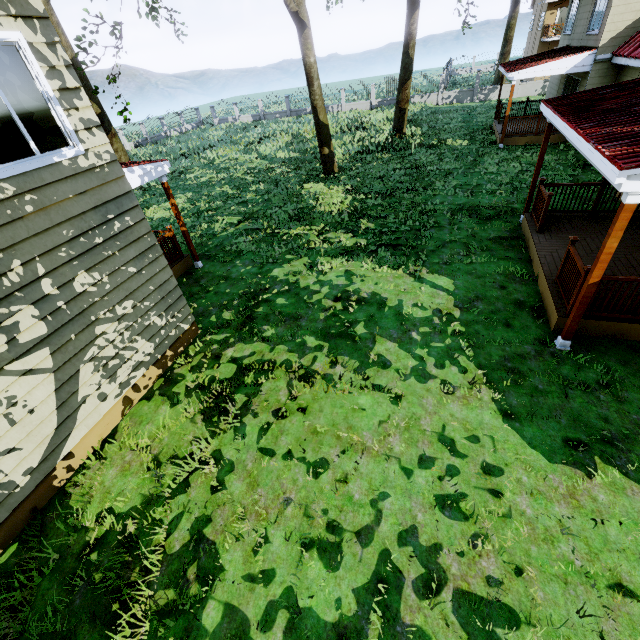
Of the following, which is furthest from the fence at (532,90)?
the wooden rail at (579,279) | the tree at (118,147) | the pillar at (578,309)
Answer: the pillar at (578,309)

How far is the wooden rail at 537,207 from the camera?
8.5 meters

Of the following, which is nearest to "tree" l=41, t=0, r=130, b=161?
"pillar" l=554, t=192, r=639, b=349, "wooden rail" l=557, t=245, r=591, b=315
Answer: "pillar" l=554, t=192, r=639, b=349

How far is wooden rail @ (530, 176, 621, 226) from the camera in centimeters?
850cm

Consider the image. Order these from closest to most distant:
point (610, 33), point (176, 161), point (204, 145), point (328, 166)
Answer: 1. point (610, 33)
2. point (328, 166)
3. point (176, 161)
4. point (204, 145)

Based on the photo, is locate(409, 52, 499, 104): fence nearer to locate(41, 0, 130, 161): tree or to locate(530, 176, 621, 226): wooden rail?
locate(41, 0, 130, 161): tree

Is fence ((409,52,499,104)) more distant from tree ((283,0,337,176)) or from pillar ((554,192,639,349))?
pillar ((554,192,639,349))

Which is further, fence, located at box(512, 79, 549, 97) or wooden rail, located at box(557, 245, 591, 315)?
fence, located at box(512, 79, 549, 97)
